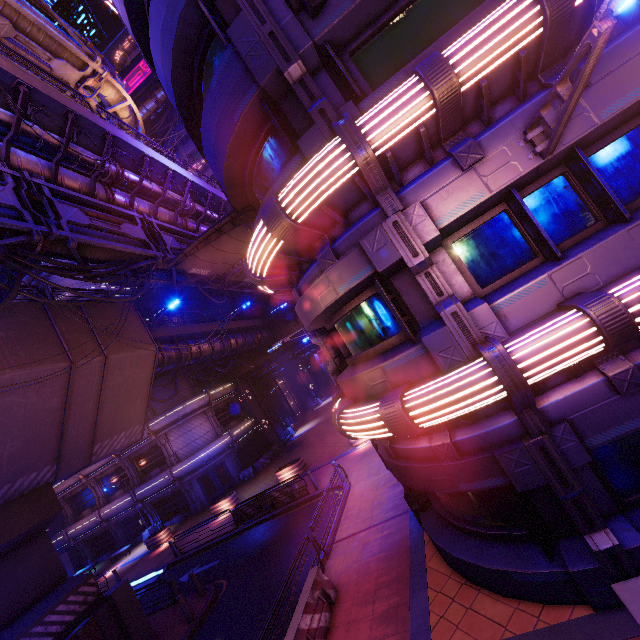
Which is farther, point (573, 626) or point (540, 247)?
point (540, 247)

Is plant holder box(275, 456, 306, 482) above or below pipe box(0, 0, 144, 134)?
below

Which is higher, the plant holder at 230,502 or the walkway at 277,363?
the walkway at 277,363

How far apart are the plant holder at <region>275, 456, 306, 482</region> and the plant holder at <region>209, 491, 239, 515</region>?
4.1 meters

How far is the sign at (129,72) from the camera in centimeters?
3753cm

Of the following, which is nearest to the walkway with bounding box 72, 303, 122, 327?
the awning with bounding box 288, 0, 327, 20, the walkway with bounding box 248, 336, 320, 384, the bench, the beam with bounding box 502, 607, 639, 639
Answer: the walkway with bounding box 248, 336, 320, 384

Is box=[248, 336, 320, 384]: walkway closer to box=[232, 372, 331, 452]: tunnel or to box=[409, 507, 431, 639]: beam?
box=[232, 372, 331, 452]: tunnel

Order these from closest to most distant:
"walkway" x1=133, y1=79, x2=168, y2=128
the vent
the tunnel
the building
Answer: the building, the tunnel, "walkway" x1=133, y1=79, x2=168, y2=128, the vent
